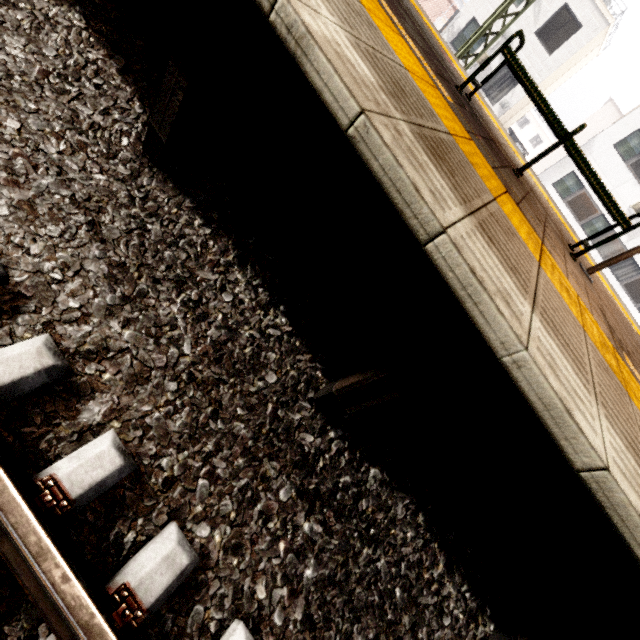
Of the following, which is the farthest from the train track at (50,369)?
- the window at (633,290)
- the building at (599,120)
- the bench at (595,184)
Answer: the building at (599,120)

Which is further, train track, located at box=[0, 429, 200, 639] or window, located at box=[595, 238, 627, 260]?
window, located at box=[595, 238, 627, 260]

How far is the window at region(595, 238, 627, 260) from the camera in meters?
18.5 m

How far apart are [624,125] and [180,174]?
24.15m

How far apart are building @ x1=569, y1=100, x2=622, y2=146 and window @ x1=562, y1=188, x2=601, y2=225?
15.86m

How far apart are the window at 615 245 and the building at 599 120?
16.4m

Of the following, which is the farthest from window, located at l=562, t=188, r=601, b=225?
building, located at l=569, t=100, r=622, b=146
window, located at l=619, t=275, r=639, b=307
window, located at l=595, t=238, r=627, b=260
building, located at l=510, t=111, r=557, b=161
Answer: building, located at l=510, t=111, r=557, b=161

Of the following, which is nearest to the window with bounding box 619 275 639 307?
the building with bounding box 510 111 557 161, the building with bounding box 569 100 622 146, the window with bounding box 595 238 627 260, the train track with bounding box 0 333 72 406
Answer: the window with bounding box 595 238 627 260
